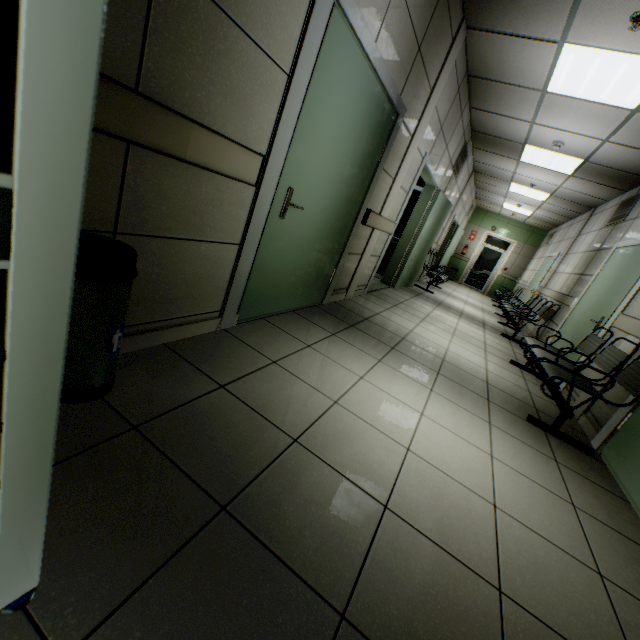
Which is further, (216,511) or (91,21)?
(216,511)

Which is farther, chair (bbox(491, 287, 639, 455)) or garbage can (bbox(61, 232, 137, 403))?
chair (bbox(491, 287, 639, 455))

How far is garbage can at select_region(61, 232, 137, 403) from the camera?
1.1m

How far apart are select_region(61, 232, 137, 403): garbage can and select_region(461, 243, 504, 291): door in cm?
1548

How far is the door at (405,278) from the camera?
4.9m

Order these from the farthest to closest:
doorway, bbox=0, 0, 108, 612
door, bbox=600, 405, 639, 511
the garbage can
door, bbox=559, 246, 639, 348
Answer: door, bbox=559, 246, 639, 348 → door, bbox=600, 405, 639, 511 → the garbage can → doorway, bbox=0, 0, 108, 612

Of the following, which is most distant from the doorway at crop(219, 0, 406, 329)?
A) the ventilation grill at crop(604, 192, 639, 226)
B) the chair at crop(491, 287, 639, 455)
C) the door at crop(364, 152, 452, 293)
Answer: the ventilation grill at crop(604, 192, 639, 226)

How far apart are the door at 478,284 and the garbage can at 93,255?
15.5 meters
